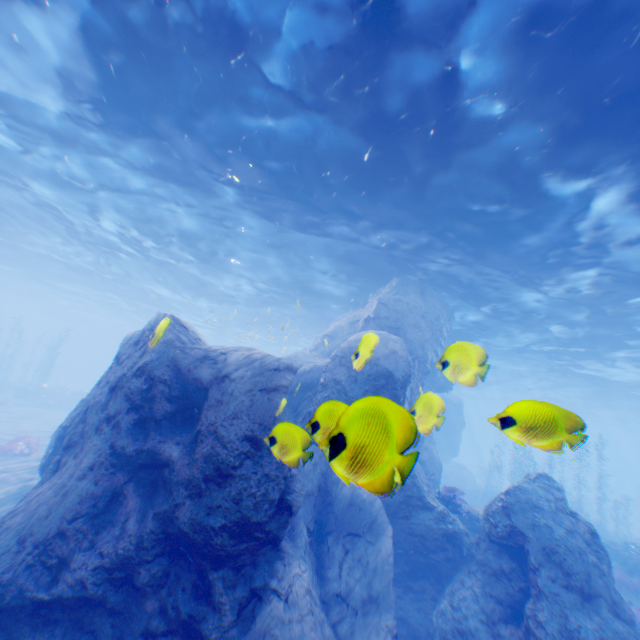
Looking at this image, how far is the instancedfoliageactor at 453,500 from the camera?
10.4 meters

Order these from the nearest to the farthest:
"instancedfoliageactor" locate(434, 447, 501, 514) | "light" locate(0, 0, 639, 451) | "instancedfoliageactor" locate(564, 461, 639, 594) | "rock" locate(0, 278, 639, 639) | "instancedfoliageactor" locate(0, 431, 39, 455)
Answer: "rock" locate(0, 278, 639, 639) < "light" locate(0, 0, 639, 451) < "instancedfoliageactor" locate(434, 447, 501, 514) < "instancedfoliageactor" locate(564, 461, 639, 594) < "instancedfoliageactor" locate(0, 431, 39, 455)

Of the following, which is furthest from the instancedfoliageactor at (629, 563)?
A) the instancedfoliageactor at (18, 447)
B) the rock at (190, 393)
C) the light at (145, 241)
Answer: the instancedfoliageactor at (18, 447)

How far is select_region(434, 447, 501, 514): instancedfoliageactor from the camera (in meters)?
10.39

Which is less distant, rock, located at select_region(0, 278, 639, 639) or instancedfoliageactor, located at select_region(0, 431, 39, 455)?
rock, located at select_region(0, 278, 639, 639)

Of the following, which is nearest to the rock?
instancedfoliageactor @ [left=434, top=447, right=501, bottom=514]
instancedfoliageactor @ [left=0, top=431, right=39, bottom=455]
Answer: instancedfoliageactor @ [left=434, top=447, right=501, bottom=514]

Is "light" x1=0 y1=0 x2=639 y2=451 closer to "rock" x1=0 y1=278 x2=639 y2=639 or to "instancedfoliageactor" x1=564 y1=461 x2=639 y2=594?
"rock" x1=0 y1=278 x2=639 y2=639

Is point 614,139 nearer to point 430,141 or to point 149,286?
point 430,141
